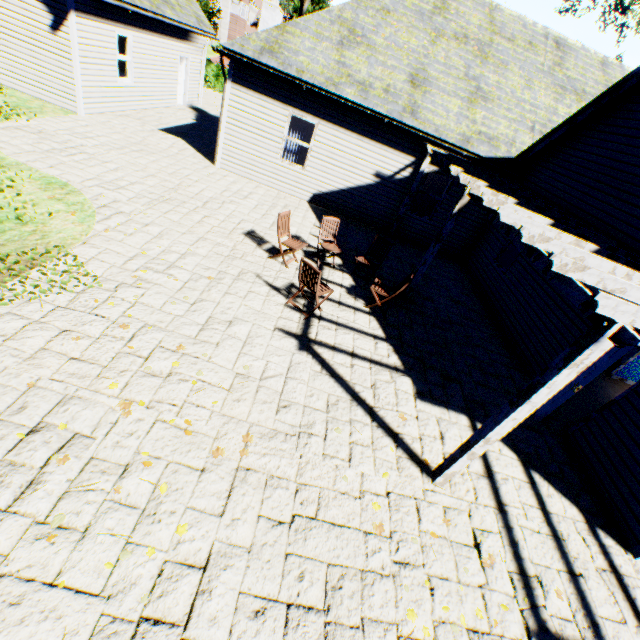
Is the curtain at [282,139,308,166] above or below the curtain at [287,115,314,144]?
below

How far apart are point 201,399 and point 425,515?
3.3 meters

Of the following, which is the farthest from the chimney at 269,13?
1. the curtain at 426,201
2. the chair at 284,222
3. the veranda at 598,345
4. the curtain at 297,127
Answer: the chair at 284,222

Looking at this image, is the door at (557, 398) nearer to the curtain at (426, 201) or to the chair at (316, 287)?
the chair at (316, 287)

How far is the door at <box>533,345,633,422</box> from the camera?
5.3 meters

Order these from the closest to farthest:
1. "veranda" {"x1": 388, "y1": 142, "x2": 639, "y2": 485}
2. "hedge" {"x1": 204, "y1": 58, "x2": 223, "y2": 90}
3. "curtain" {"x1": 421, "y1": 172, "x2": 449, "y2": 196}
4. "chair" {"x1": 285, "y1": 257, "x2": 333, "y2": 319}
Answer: "veranda" {"x1": 388, "y1": 142, "x2": 639, "y2": 485}, "chair" {"x1": 285, "y1": 257, "x2": 333, "y2": 319}, "curtain" {"x1": 421, "y1": 172, "x2": 449, "y2": 196}, "hedge" {"x1": 204, "y1": 58, "x2": 223, "y2": 90}

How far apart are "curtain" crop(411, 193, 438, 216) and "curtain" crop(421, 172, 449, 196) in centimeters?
10cm

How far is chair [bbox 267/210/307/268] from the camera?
7.4m
